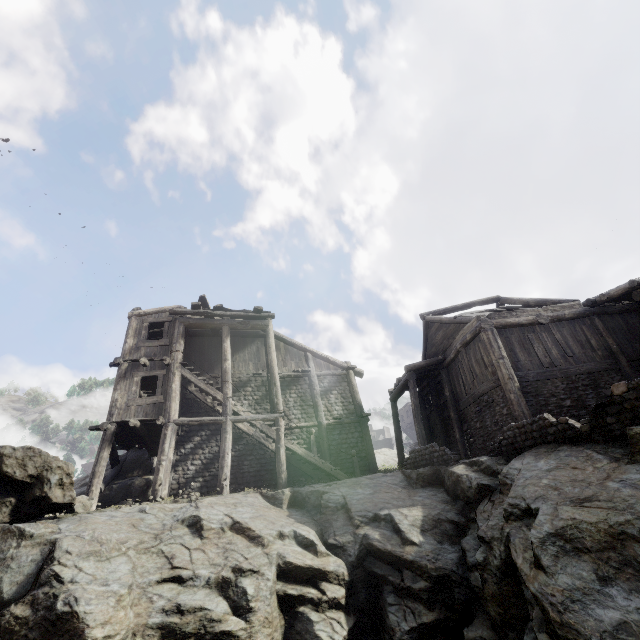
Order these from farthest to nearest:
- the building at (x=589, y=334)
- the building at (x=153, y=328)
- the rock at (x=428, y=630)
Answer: the building at (x=153, y=328) → the building at (x=589, y=334) → the rock at (x=428, y=630)

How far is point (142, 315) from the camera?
15.9 meters

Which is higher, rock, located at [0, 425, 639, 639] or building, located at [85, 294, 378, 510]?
building, located at [85, 294, 378, 510]

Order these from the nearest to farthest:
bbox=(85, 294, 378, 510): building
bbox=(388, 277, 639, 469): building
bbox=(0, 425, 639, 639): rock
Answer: bbox=(0, 425, 639, 639): rock, bbox=(388, 277, 639, 469): building, bbox=(85, 294, 378, 510): building

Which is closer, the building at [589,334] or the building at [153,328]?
the building at [589,334]

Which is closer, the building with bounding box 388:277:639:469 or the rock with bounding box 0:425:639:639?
the rock with bounding box 0:425:639:639
